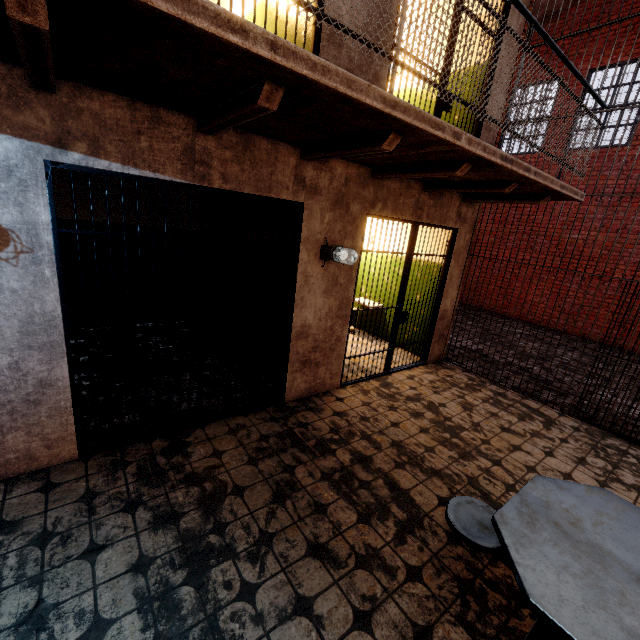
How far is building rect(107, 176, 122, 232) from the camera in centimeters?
523cm

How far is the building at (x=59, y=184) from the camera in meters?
4.8 m

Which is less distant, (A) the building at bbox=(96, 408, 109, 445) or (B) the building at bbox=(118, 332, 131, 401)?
(A) the building at bbox=(96, 408, 109, 445)

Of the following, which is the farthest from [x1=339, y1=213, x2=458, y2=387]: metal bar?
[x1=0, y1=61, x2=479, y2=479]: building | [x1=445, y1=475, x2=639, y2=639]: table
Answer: [x1=445, y1=475, x2=639, y2=639]: table

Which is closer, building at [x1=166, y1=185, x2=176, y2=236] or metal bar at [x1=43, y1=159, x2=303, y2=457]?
metal bar at [x1=43, y1=159, x2=303, y2=457]

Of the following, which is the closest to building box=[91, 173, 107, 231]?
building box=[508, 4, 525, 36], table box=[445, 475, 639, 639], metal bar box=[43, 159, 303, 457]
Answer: metal bar box=[43, 159, 303, 457]

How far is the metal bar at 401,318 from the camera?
4.3m

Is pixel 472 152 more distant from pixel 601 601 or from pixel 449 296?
pixel 449 296
